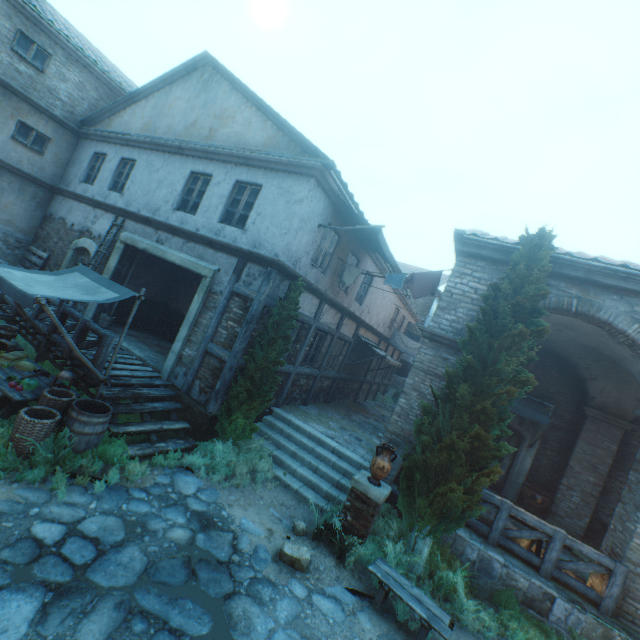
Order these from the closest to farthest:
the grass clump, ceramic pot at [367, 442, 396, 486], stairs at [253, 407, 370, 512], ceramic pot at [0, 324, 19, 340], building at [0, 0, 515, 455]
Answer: the grass clump < ceramic pot at [367, 442, 396, 486] < ceramic pot at [0, 324, 19, 340] < stairs at [253, 407, 370, 512] < building at [0, 0, 515, 455]

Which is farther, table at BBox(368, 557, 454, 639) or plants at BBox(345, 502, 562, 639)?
plants at BBox(345, 502, 562, 639)

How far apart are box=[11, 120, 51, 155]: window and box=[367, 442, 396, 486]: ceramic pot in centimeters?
1621cm

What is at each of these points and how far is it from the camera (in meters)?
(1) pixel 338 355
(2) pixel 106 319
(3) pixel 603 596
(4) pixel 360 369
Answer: (1) building, 13.65
(2) bucket, 10.35
(3) fence, 6.10
(4) building, 16.59

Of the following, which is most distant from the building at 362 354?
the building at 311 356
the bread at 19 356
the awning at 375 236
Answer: the bread at 19 356

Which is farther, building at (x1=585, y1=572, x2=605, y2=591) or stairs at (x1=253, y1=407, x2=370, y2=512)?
stairs at (x1=253, y1=407, x2=370, y2=512)

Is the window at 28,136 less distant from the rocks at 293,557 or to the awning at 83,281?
the awning at 83,281

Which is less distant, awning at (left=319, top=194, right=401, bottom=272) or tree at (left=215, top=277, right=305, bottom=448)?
tree at (left=215, top=277, right=305, bottom=448)
